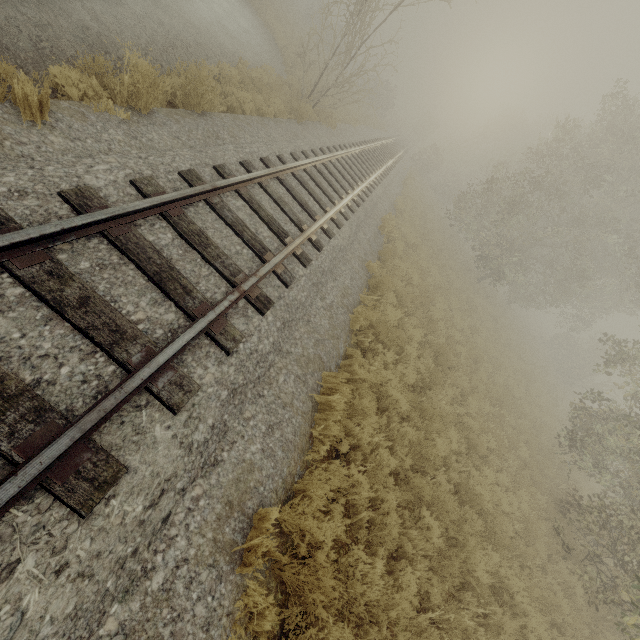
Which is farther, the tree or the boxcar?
the boxcar

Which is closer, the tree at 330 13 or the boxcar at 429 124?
the tree at 330 13

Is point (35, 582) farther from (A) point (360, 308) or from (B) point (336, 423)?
(A) point (360, 308)

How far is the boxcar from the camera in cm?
5553

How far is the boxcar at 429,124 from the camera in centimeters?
5553cm
